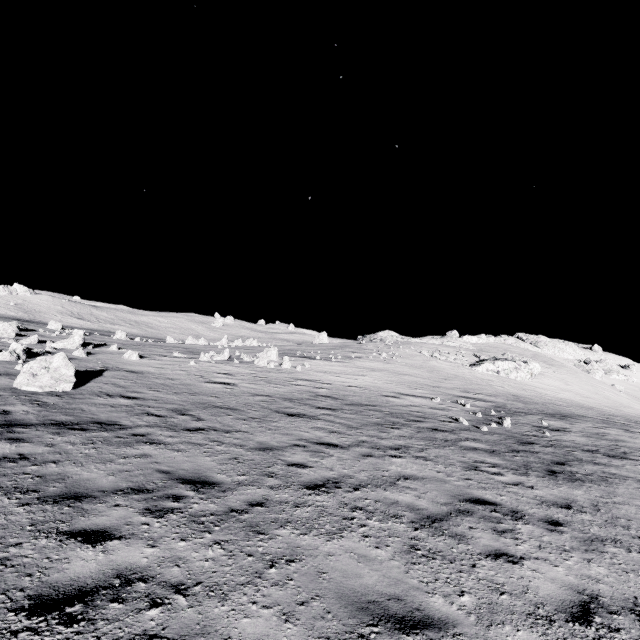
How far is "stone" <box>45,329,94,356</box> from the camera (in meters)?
19.49

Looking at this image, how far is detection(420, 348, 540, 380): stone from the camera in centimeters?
4288cm

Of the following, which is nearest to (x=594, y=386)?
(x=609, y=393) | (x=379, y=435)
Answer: (x=609, y=393)

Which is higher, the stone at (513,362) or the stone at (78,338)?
the stone at (513,362)

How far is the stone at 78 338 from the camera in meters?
19.5

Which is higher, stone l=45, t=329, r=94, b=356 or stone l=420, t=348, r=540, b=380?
stone l=420, t=348, r=540, b=380

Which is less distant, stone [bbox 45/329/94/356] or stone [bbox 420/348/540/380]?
stone [bbox 45/329/94/356]
